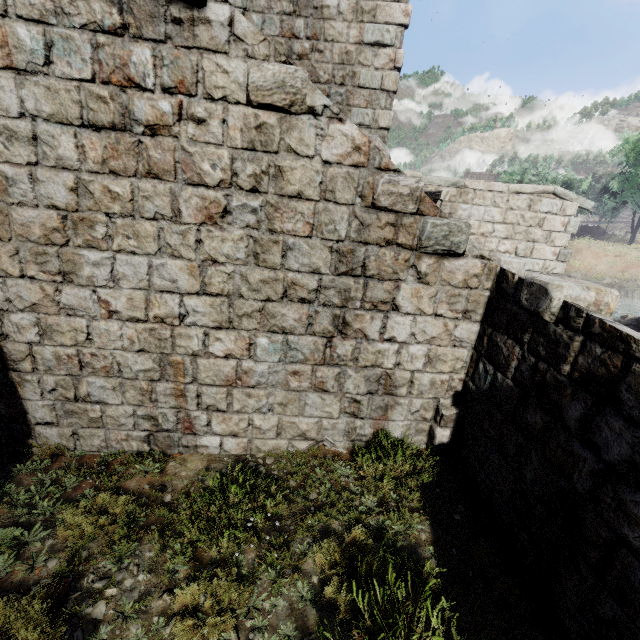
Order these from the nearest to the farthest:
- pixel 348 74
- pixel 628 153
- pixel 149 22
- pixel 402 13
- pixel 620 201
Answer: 1. pixel 149 22
2. pixel 402 13
3. pixel 348 74
4. pixel 628 153
5. pixel 620 201
